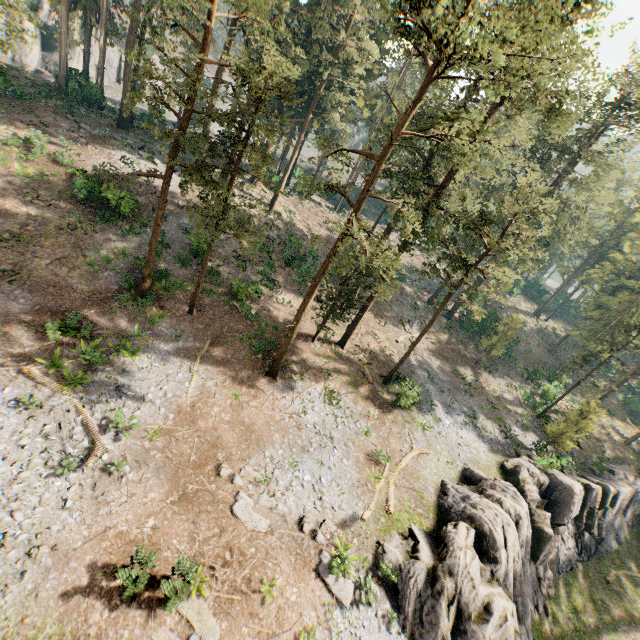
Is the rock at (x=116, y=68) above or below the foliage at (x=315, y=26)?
below

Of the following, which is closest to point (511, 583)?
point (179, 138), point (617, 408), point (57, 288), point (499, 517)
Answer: point (499, 517)

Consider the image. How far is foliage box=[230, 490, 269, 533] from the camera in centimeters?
1486cm

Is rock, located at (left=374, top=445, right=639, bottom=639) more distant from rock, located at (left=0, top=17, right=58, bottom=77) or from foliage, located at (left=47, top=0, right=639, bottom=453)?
rock, located at (left=0, top=17, right=58, bottom=77)

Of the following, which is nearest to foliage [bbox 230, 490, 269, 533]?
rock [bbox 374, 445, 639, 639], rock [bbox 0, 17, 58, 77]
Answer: rock [bbox 0, 17, 58, 77]

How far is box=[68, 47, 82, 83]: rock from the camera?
38.3m

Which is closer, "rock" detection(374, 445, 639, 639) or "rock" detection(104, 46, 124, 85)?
"rock" detection(374, 445, 639, 639)

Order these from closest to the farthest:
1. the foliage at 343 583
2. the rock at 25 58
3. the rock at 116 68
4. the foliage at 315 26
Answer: the foliage at 343 583, the foliage at 315 26, the rock at 25 58, the rock at 116 68
